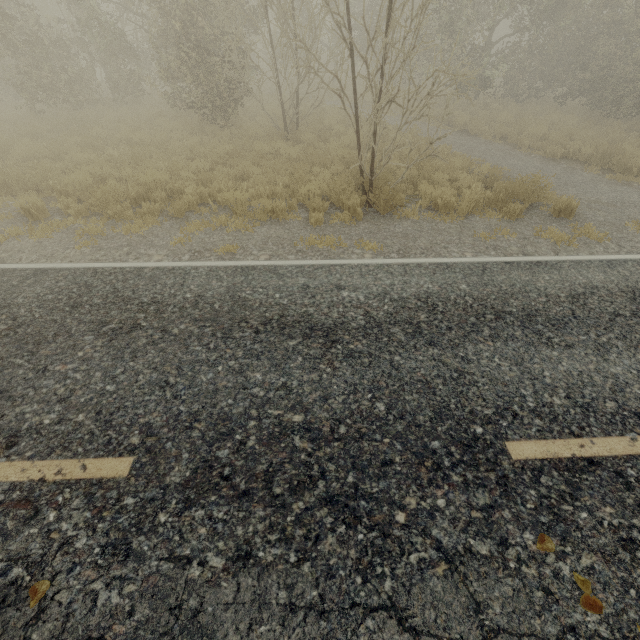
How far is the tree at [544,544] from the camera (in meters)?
2.43

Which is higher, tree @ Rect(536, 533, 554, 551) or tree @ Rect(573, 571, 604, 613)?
tree @ Rect(536, 533, 554, 551)

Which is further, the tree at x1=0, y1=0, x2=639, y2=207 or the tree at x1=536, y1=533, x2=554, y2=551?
the tree at x1=0, y1=0, x2=639, y2=207

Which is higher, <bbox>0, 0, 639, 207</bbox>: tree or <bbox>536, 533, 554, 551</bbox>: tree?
<bbox>0, 0, 639, 207</bbox>: tree

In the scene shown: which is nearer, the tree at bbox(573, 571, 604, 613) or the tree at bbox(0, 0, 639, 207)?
the tree at bbox(573, 571, 604, 613)

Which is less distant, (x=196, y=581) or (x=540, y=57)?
(x=196, y=581)
